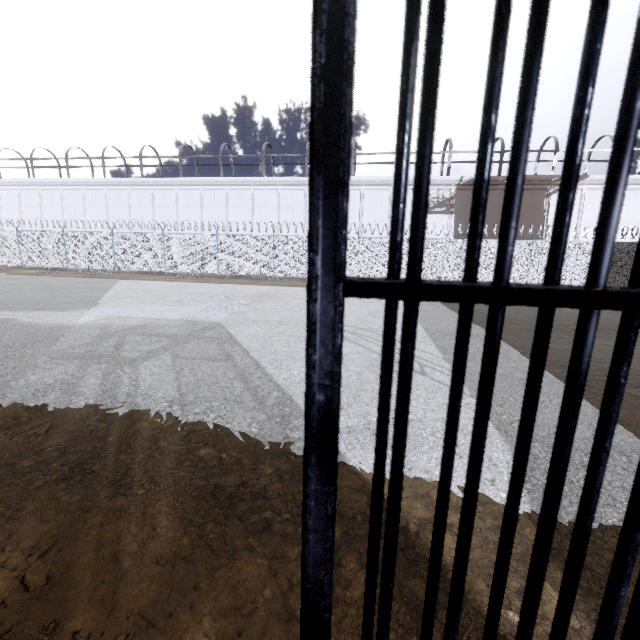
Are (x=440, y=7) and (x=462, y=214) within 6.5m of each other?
no

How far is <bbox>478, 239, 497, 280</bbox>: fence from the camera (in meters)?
19.48

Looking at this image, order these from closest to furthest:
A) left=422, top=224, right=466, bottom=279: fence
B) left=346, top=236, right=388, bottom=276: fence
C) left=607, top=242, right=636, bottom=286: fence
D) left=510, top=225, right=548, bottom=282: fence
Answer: left=607, top=242, right=636, bottom=286: fence < left=510, top=225, right=548, bottom=282: fence < left=422, top=224, right=466, bottom=279: fence < left=346, top=236, right=388, bottom=276: fence

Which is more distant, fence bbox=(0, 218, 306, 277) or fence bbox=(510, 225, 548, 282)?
fence bbox=(0, 218, 306, 277)

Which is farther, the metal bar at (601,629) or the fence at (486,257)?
the fence at (486,257)

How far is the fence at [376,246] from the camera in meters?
20.5 m

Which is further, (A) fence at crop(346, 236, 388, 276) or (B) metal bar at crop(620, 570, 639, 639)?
(A) fence at crop(346, 236, 388, 276)
